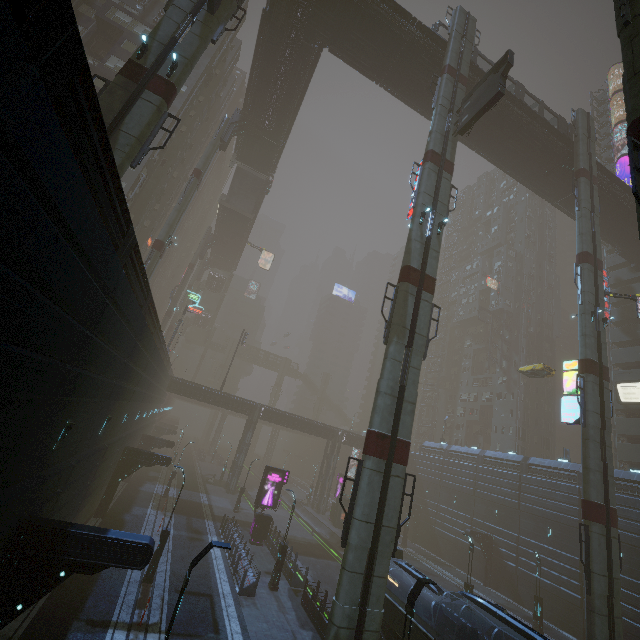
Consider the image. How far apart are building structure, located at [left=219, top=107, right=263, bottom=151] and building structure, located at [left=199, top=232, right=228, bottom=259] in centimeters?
2368cm

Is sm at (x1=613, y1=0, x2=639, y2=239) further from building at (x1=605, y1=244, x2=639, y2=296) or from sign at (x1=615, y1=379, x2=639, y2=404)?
sign at (x1=615, y1=379, x2=639, y2=404)

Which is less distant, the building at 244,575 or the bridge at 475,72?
the building at 244,575

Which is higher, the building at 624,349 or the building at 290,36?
the building at 290,36

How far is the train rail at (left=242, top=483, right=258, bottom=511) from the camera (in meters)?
43.28

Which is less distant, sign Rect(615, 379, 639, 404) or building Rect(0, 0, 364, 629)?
building Rect(0, 0, 364, 629)

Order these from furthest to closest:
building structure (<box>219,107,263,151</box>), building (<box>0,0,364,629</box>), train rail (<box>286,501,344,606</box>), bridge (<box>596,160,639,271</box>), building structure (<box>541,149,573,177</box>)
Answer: building structure (<box>219,107,263,151</box>) → bridge (<box>596,160,639,271</box>) → building structure (<box>541,149,573,177</box>) → train rail (<box>286,501,344,606</box>) → building (<box>0,0,364,629</box>)

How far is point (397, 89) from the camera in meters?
30.3
